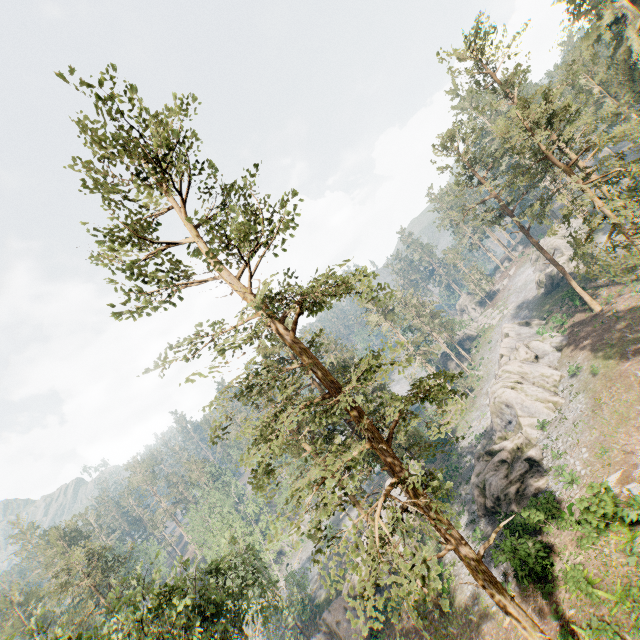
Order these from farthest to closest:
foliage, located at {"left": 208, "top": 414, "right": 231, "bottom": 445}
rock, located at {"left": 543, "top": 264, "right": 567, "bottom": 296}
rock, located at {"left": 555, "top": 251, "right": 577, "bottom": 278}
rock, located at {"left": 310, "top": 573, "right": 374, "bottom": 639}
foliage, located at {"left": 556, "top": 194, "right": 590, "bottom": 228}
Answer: rock, located at {"left": 543, "top": 264, "right": 567, "bottom": 296} < rock, located at {"left": 555, "top": 251, "right": 577, "bottom": 278} < rock, located at {"left": 310, "top": 573, "right": 374, "bottom": 639} < foliage, located at {"left": 556, "top": 194, "right": 590, "bottom": 228} < foliage, located at {"left": 208, "top": 414, "right": 231, "bottom": 445}

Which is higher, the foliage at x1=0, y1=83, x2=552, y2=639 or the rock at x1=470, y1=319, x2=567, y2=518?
the foliage at x1=0, y1=83, x2=552, y2=639

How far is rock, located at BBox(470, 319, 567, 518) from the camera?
25.91m

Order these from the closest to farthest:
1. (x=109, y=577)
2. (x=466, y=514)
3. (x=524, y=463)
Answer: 1. (x=524, y=463)
2. (x=466, y=514)
3. (x=109, y=577)

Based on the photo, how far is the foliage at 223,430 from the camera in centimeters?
1088cm

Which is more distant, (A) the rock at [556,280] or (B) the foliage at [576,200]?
(A) the rock at [556,280]

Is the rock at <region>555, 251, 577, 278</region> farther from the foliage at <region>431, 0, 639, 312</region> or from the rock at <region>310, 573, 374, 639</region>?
the rock at <region>310, 573, 374, 639</region>
